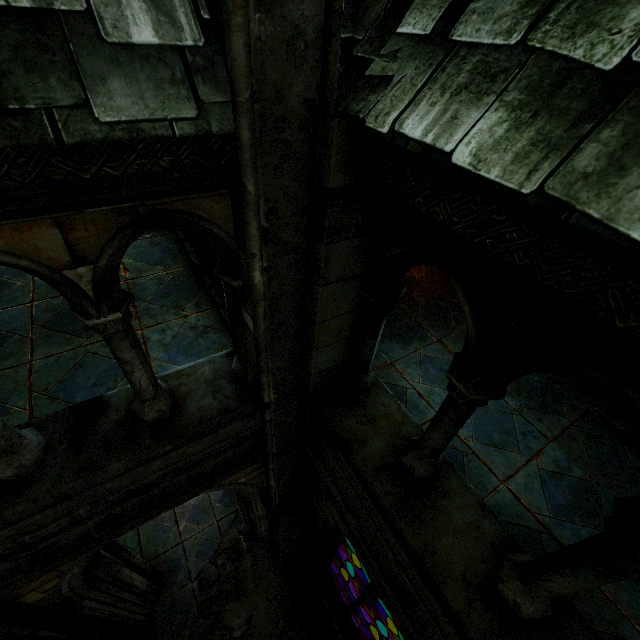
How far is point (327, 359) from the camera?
2.8m

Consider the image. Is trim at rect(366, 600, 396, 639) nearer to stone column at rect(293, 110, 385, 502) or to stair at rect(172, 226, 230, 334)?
stone column at rect(293, 110, 385, 502)

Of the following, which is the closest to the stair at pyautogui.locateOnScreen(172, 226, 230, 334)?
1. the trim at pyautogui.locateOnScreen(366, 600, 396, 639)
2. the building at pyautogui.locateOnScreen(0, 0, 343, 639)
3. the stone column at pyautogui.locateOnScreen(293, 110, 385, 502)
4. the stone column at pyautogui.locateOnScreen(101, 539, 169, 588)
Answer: the building at pyautogui.locateOnScreen(0, 0, 343, 639)

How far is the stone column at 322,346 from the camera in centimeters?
163cm

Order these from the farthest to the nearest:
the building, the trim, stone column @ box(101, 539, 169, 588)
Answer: the trim, stone column @ box(101, 539, 169, 588), the building

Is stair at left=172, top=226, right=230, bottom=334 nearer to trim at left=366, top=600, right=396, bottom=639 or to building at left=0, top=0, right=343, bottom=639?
building at left=0, top=0, right=343, bottom=639

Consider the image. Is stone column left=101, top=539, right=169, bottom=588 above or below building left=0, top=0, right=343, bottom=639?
below

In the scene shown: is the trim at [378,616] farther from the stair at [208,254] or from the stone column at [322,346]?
the stair at [208,254]
